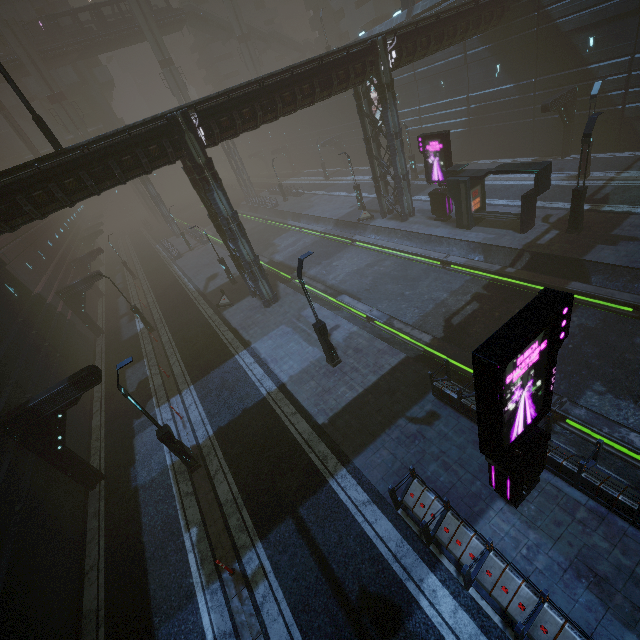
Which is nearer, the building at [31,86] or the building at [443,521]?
the building at [443,521]

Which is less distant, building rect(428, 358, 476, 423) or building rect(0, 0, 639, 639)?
building rect(428, 358, 476, 423)

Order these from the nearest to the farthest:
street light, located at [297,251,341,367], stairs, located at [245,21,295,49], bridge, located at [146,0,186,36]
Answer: street light, located at [297,251,341,367] → bridge, located at [146,0,186,36] → stairs, located at [245,21,295,49]

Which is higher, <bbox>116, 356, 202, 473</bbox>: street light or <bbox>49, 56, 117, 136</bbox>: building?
<bbox>49, 56, 117, 136</bbox>: building

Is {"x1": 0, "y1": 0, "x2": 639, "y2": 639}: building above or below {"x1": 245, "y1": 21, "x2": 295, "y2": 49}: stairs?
below

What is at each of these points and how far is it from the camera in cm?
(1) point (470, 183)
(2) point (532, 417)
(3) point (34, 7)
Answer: (1) building, 2036
(2) sign, 746
(3) building, 5025

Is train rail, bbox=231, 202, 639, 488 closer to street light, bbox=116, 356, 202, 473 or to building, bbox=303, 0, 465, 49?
building, bbox=303, 0, 465, 49

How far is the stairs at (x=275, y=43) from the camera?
56.0 meters
